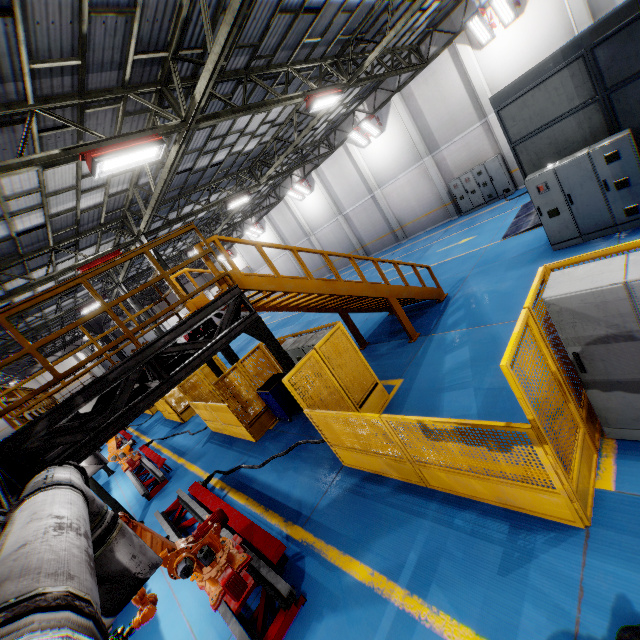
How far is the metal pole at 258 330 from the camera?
6.1 meters

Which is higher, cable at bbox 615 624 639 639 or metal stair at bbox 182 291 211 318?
metal stair at bbox 182 291 211 318

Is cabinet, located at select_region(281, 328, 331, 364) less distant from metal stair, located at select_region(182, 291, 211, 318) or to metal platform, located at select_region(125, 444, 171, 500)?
metal stair, located at select_region(182, 291, 211, 318)

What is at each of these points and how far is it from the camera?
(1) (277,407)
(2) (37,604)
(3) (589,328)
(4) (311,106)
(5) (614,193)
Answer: (1) toolbox, 9.52m
(2) vent pipe clamp, 1.14m
(3) cabinet, 3.48m
(4) light, 10.97m
(5) cabinet, 7.73m

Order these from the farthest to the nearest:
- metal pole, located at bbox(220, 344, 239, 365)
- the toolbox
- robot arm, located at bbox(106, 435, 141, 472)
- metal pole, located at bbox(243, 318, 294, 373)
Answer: metal pole, located at bbox(220, 344, 239, 365) → robot arm, located at bbox(106, 435, 141, 472) → the toolbox → metal pole, located at bbox(243, 318, 294, 373)

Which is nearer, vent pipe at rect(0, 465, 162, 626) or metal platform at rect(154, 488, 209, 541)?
vent pipe at rect(0, 465, 162, 626)

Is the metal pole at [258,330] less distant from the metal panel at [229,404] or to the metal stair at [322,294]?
the metal panel at [229,404]

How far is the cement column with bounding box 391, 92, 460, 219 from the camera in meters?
18.5 m
